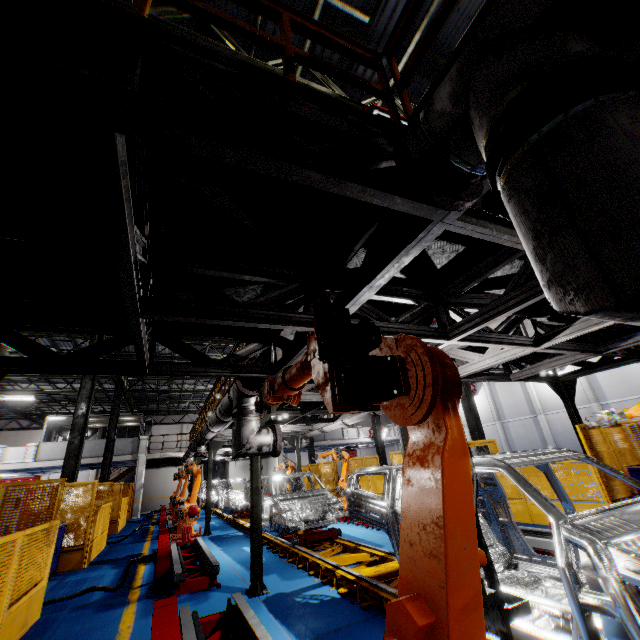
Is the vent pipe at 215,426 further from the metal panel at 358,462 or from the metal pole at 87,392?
the metal pole at 87,392

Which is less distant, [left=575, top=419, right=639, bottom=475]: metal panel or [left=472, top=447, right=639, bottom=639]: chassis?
[left=472, top=447, right=639, bottom=639]: chassis

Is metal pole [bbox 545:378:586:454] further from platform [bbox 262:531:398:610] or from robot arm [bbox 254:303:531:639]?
robot arm [bbox 254:303:531:639]

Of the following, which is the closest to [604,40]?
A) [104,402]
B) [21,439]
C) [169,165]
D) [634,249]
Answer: [634,249]

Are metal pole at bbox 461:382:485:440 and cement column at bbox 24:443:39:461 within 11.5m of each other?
no

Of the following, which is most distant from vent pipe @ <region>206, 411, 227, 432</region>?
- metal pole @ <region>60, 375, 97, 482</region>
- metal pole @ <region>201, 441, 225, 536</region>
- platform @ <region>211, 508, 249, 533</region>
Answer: metal pole @ <region>60, 375, 97, 482</region>

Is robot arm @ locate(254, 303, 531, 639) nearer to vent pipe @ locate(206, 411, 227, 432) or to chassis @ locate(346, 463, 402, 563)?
chassis @ locate(346, 463, 402, 563)

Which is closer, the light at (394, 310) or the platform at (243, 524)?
the light at (394, 310)
